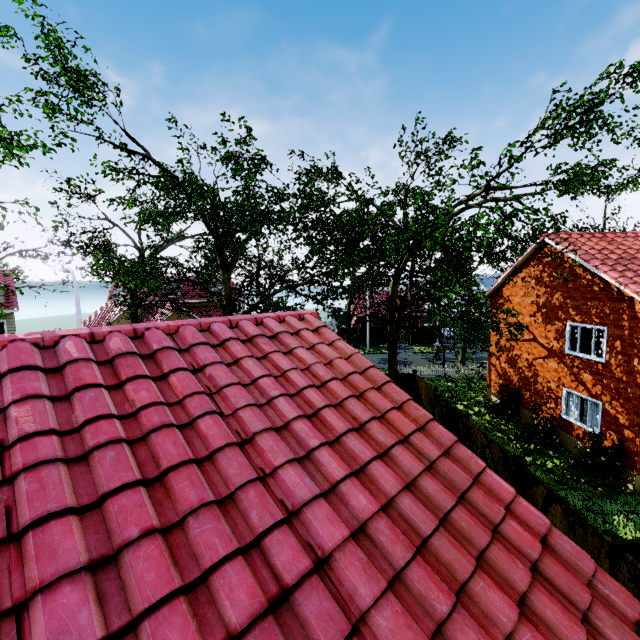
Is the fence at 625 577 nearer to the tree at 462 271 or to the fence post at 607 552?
the fence post at 607 552

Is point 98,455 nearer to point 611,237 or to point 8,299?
point 611,237

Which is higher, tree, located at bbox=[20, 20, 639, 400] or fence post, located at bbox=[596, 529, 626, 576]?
tree, located at bbox=[20, 20, 639, 400]

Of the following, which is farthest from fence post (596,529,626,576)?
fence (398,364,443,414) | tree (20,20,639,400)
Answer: tree (20,20,639,400)

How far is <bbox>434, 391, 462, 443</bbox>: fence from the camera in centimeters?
1332cm

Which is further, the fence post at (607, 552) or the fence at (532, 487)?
the fence at (532, 487)

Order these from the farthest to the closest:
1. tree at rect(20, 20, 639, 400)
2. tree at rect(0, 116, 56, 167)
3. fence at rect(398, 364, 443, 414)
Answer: fence at rect(398, 364, 443, 414) → tree at rect(0, 116, 56, 167) → tree at rect(20, 20, 639, 400)
